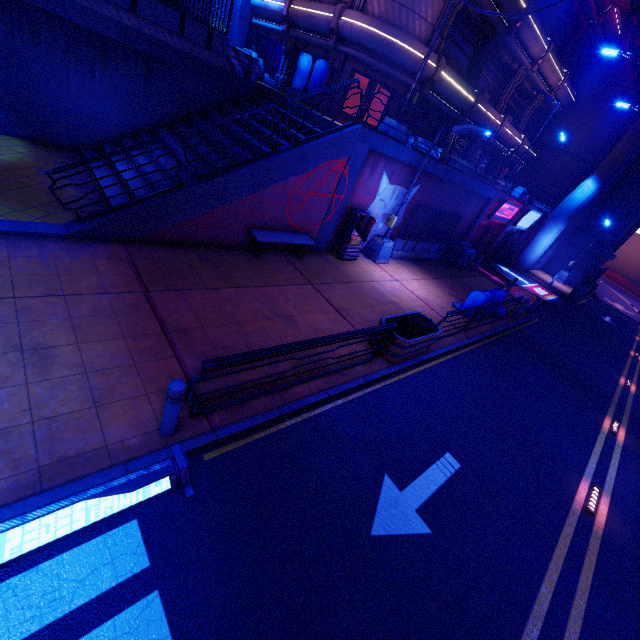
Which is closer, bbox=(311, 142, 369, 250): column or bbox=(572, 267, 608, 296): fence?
bbox=(311, 142, 369, 250): column

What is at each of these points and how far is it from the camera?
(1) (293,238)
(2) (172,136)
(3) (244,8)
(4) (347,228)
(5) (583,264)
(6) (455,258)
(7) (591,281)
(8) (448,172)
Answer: (1) bench, 11.13m
(2) stair, 11.90m
(3) column, 21.77m
(4) atm, 12.82m
(5) wall arch, 30.12m
(6) generator, 18.95m
(7) fence, 28.12m
(8) beam, 15.02m

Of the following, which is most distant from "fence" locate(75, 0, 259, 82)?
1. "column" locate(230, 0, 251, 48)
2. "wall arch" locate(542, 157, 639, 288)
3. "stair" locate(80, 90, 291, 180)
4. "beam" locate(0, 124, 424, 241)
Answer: "wall arch" locate(542, 157, 639, 288)

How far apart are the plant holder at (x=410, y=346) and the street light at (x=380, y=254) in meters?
5.1

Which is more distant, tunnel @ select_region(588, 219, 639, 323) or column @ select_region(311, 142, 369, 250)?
tunnel @ select_region(588, 219, 639, 323)

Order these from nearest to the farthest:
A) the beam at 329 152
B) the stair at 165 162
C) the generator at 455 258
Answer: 1. the beam at 329 152
2. the stair at 165 162
3. the generator at 455 258

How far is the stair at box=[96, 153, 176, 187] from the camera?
10.2 meters

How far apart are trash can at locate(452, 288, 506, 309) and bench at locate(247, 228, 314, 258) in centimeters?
679cm
